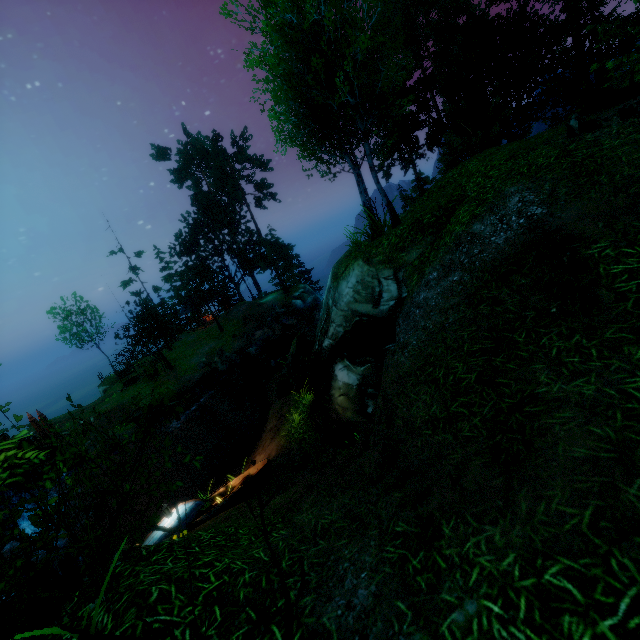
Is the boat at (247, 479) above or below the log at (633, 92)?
below

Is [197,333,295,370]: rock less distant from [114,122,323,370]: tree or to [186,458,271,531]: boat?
[114,122,323,370]: tree

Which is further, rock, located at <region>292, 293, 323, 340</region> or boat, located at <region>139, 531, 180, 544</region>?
rock, located at <region>292, 293, 323, 340</region>

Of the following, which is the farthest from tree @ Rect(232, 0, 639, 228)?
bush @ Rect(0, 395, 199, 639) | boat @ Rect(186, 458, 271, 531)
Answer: boat @ Rect(186, 458, 271, 531)

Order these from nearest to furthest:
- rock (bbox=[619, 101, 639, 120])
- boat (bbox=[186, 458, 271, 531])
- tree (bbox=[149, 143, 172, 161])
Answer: rock (bbox=[619, 101, 639, 120]) < boat (bbox=[186, 458, 271, 531]) < tree (bbox=[149, 143, 172, 161])

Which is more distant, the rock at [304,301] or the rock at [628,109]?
the rock at [304,301]

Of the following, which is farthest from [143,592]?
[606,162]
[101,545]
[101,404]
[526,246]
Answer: [101,404]

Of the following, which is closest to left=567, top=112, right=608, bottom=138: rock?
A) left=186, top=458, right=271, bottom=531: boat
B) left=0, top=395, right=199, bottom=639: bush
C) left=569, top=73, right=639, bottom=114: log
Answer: left=569, top=73, right=639, bottom=114: log
